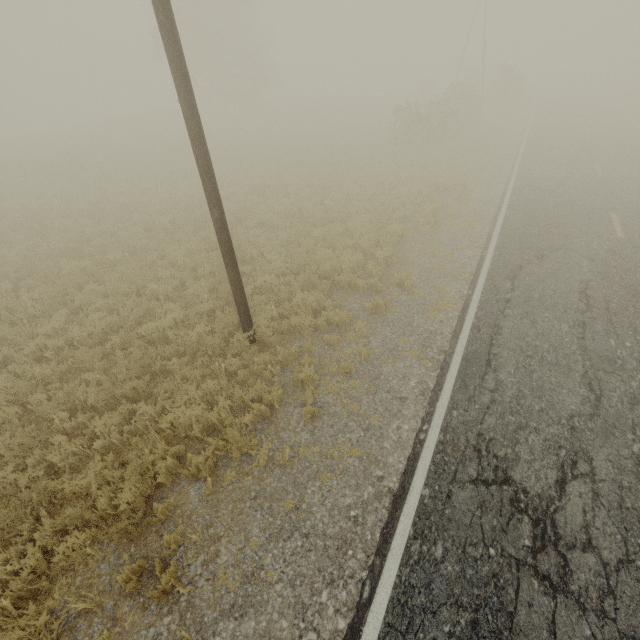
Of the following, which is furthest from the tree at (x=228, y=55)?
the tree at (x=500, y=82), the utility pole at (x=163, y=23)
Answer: the utility pole at (x=163, y=23)

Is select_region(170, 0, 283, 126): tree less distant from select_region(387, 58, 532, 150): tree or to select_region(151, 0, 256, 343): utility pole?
select_region(387, 58, 532, 150): tree

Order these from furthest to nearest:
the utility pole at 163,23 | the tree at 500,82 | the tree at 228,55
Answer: the tree at 228,55 < the tree at 500,82 < the utility pole at 163,23

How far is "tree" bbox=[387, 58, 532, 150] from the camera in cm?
2192

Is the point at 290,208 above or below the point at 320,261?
below

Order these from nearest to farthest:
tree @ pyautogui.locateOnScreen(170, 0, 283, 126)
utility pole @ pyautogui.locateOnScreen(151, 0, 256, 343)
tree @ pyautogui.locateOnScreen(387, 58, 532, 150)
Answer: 1. utility pole @ pyautogui.locateOnScreen(151, 0, 256, 343)
2. tree @ pyautogui.locateOnScreen(387, 58, 532, 150)
3. tree @ pyautogui.locateOnScreen(170, 0, 283, 126)

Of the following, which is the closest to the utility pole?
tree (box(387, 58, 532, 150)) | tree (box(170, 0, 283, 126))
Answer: tree (box(387, 58, 532, 150))
